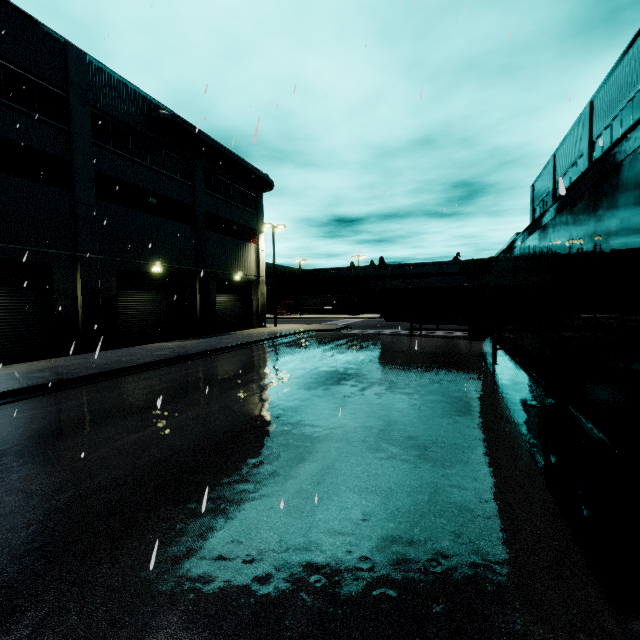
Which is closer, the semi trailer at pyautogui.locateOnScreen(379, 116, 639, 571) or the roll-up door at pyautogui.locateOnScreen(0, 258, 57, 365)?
the semi trailer at pyautogui.locateOnScreen(379, 116, 639, 571)

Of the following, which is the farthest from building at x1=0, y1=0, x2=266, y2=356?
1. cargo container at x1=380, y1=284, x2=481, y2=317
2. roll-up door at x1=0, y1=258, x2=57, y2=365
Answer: cargo container at x1=380, y1=284, x2=481, y2=317

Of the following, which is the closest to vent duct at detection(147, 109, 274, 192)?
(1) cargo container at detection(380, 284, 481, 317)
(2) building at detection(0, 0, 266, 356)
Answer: (2) building at detection(0, 0, 266, 356)

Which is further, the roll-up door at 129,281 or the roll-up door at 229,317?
the roll-up door at 229,317

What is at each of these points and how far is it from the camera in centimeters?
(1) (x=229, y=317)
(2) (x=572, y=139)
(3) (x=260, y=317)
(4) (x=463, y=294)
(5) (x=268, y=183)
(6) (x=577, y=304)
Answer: (1) roll-up door, 2717cm
(2) building, 2398cm
(3) building, 3064cm
(4) cargo container, 2131cm
(5) vent duct, 2980cm
(6) semi trailer, 374cm

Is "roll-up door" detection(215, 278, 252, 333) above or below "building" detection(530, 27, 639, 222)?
below

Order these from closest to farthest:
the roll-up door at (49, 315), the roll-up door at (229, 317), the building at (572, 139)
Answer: the roll-up door at (49, 315)
the building at (572, 139)
the roll-up door at (229, 317)

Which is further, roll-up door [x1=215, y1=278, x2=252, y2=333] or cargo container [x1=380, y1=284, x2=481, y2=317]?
roll-up door [x1=215, y1=278, x2=252, y2=333]
